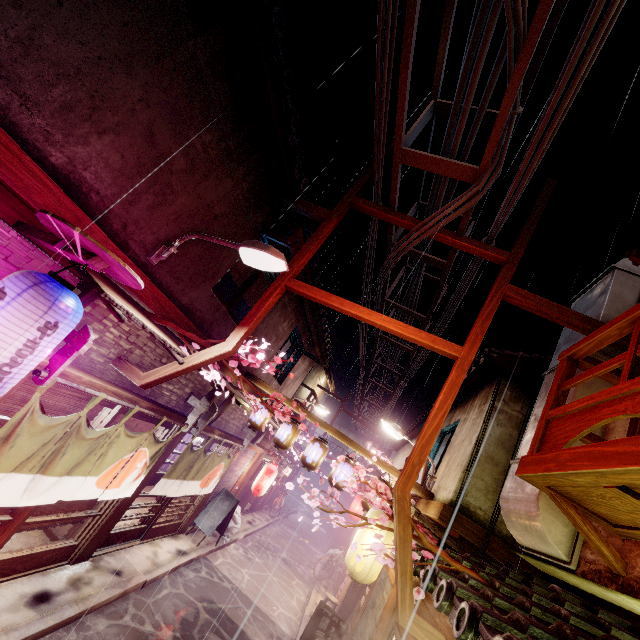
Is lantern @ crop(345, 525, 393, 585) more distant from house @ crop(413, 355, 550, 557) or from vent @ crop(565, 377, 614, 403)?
vent @ crop(565, 377, 614, 403)

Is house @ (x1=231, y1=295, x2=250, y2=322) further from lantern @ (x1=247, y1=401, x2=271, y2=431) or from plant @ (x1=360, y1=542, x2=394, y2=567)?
plant @ (x1=360, y1=542, x2=394, y2=567)

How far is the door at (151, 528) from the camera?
12.27m

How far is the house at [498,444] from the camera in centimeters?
1009cm

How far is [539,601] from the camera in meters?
5.2 m

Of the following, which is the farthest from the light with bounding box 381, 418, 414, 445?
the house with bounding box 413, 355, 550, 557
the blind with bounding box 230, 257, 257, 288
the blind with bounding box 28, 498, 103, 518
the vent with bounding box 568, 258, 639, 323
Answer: the blind with bounding box 28, 498, 103, 518

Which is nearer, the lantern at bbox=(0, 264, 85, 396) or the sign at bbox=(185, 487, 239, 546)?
the lantern at bbox=(0, 264, 85, 396)

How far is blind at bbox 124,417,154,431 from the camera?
10.20m
